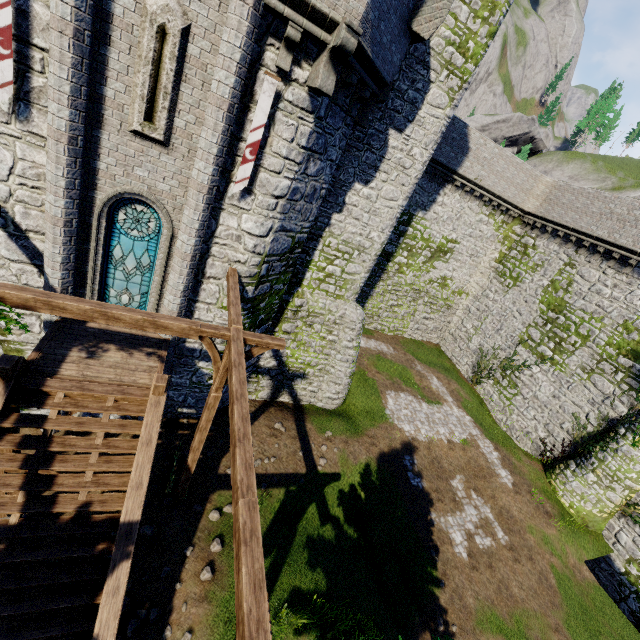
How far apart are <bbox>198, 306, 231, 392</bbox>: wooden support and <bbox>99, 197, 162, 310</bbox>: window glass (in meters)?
3.14

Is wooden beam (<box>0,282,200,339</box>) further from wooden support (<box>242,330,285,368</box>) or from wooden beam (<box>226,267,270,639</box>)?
wooden beam (<box>226,267,270,639</box>)

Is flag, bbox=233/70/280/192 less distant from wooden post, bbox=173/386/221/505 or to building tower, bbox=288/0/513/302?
building tower, bbox=288/0/513/302

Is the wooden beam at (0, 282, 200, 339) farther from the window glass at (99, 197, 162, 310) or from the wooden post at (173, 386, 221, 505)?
the window glass at (99, 197, 162, 310)

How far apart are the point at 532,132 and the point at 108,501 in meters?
73.3 m

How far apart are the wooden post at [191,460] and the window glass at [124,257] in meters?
4.0

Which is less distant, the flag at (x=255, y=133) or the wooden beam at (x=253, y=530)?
the wooden beam at (x=253, y=530)

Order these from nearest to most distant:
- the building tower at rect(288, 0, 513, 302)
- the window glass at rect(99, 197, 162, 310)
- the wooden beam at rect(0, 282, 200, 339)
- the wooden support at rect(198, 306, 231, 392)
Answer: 1. the wooden beam at rect(0, 282, 200, 339)
2. the wooden support at rect(198, 306, 231, 392)
3. the window glass at rect(99, 197, 162, 310)
4. the building tower at rect(288, 0, 513, 302)
